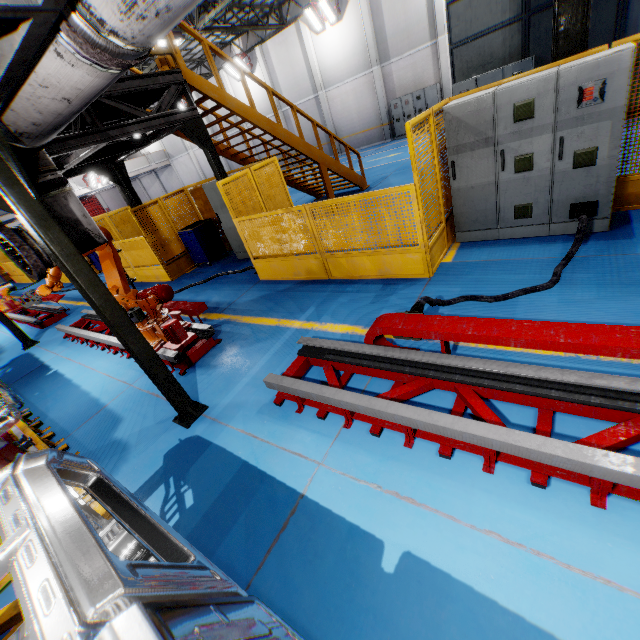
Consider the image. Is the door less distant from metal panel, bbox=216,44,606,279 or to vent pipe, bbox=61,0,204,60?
metal panel, bbox=216,44,606,279

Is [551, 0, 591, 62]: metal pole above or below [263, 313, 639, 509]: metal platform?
above

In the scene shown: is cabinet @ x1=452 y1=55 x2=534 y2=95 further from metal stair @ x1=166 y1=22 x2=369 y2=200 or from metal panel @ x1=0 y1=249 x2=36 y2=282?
metal panel @ x1=0 y1=249 x2=36 y2=282

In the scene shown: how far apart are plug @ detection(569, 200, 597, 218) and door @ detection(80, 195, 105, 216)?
46.7 meters

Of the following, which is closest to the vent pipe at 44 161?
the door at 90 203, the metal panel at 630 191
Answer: the metal panel at 630 191

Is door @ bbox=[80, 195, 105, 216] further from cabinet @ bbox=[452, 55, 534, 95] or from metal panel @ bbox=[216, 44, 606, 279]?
cabinet @ bbox=[452, 55, 534, 95]

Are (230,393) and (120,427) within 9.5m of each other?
yes

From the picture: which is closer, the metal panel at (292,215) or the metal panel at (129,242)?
the metal panel at (292,215)
